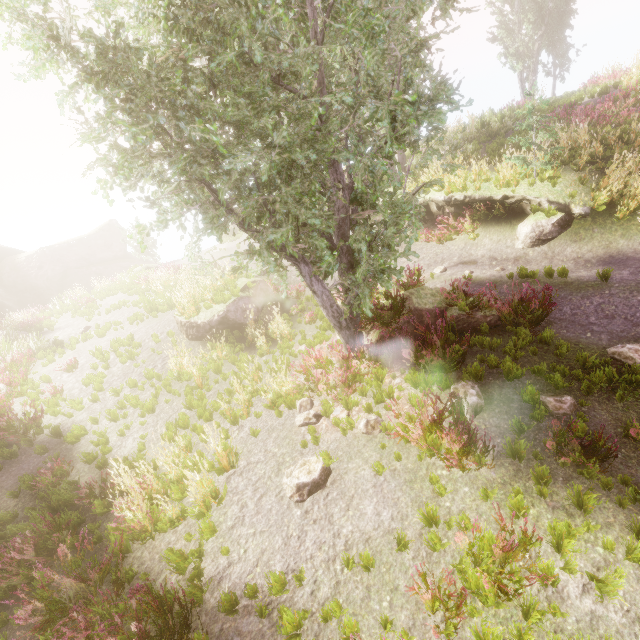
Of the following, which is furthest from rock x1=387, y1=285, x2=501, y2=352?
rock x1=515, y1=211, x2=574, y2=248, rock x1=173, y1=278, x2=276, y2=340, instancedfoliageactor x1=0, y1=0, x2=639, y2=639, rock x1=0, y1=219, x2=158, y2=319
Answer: rock x1=0, y1=219, x2=158, y2=319

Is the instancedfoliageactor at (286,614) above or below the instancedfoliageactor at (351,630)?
above

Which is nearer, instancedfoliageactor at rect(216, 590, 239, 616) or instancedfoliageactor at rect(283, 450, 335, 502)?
instancedfoliageactor at rect(216, 590, 239, 616)

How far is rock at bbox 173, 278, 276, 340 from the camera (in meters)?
11.77

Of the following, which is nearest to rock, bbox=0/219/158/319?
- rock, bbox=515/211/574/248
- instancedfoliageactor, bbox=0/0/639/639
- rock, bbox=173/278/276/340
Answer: instancedfoliageactor, bbox=0/0/639/639

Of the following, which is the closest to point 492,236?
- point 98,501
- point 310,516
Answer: point 310,516

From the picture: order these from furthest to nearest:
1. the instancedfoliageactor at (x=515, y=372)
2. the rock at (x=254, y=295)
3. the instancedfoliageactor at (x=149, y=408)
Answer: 1. the rock at (x=254, y=295)
2. the instancedfoliageactor at (x=149, y=408)
3. the instancedfoliageactor at (x=515, y=372)
